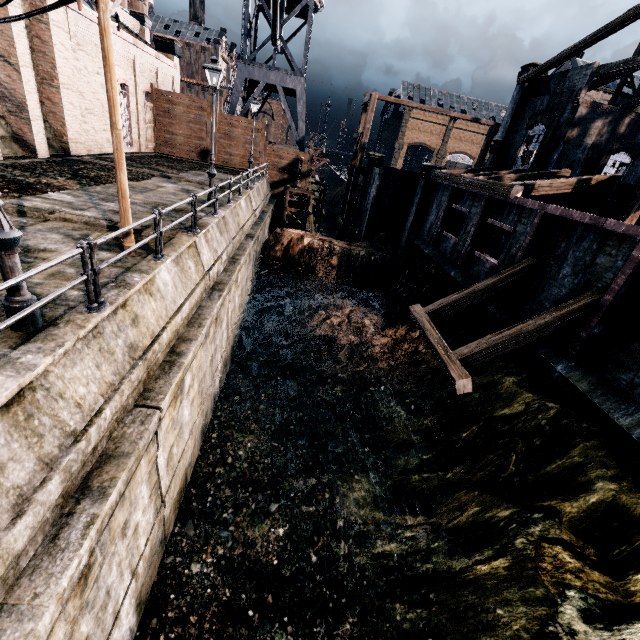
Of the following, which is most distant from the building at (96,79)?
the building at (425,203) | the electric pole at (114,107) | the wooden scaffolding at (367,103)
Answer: the building at (425,203)

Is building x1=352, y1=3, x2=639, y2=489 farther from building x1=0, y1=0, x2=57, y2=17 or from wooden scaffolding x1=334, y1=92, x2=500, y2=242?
building x1=0, y1=0, x2=57, y2=17

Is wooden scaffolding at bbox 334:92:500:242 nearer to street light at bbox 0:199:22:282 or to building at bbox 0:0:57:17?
building at bbox 0:0:57:17

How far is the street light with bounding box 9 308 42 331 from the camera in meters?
5.2

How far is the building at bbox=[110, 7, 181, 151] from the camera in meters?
24.9

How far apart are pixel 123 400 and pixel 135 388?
0.9 meters

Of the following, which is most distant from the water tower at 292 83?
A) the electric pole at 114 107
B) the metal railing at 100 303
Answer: the metal railing at 100 303

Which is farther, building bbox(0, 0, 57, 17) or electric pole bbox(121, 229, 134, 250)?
building bbox(0, 0, 57, 17)
